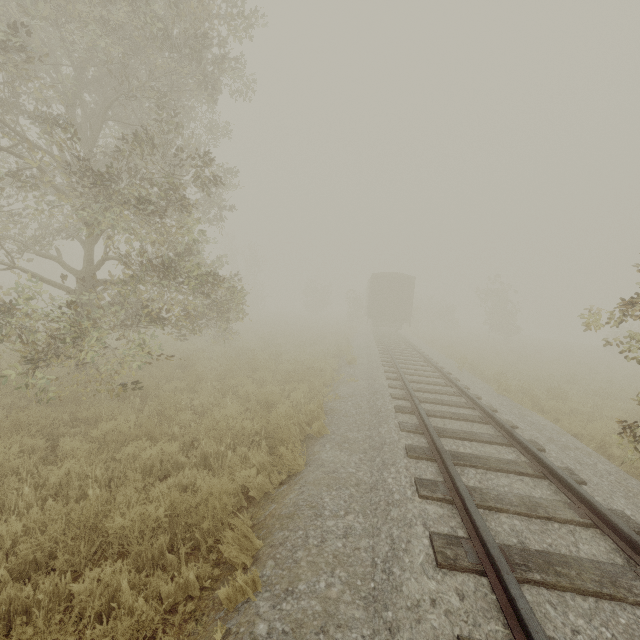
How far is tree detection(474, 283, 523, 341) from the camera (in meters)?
31.47

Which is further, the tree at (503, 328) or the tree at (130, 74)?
the tree at (503, 328)

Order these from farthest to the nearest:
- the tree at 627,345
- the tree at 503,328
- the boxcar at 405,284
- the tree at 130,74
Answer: the tree at 503,328
the boxcar at 405,284
the tree at 130,74
the tree at 627,345

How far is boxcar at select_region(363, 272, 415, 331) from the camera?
25.4m

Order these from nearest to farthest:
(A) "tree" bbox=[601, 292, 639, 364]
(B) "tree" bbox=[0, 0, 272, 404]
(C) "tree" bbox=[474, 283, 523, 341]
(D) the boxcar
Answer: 1. (A) "tree" bbox=[601, 292, 639, 364]
2. (B) "tree" bbox=[0, 0, 272, 404]
3. (D) the boxcar
4. (C) "tree" bbox=[474, 283, 523, 341]

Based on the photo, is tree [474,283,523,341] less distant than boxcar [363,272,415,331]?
No

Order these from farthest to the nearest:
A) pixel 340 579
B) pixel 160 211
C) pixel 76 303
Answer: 1. pixel 160 211
2. pixel 76 303
3. pixel 340 579

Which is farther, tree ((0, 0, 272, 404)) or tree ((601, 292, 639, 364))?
tree ((0, 0, 272, 404))
